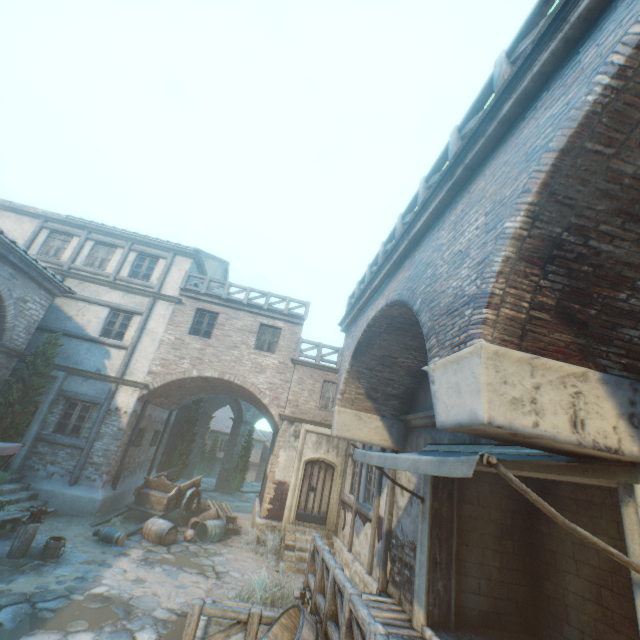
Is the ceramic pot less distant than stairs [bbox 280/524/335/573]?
Yes

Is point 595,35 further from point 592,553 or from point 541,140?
point 592,553

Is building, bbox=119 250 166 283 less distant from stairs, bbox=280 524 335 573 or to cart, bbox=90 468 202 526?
stairs, bbox=280 524 335 573

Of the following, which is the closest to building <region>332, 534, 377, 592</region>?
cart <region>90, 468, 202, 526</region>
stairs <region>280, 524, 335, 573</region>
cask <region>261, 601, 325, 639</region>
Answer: stairs <region>280, 524, 335, 573</region>

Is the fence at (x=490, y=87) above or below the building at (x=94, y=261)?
below

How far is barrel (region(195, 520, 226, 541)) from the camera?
11.6 meters

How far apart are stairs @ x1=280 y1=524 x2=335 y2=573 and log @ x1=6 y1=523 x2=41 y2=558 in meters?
6.9 m

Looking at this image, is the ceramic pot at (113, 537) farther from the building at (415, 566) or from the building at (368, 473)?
the building at (415, 566)
